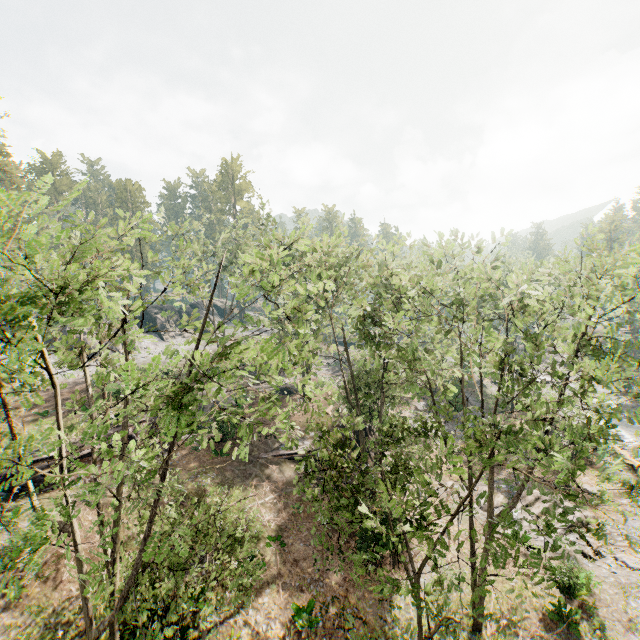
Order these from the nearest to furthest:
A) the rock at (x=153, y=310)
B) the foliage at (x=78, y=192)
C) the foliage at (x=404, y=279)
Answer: the foliage at (x=78, y=192), the foliage at (x=404, y=279), the rock at (x=153, y=310)

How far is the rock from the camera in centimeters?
5288cm

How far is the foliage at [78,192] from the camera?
6.28m

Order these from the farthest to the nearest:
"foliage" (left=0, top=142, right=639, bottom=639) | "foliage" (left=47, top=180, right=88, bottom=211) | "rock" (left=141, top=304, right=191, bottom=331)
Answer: "rock" (left=141, top=304, right=191, bottom=331) → "foliage" (left=0, top=142, right=639, bottom=639) → "foliage" (left=47, top=180, right=88, bottom=211)

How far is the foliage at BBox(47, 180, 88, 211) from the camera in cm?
628

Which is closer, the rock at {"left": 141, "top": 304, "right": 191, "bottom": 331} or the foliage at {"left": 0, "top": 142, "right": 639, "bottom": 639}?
the foliage at {"left": 0, "top": 142, "right": 639, "bottom": 639}

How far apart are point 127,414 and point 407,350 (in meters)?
14.53
